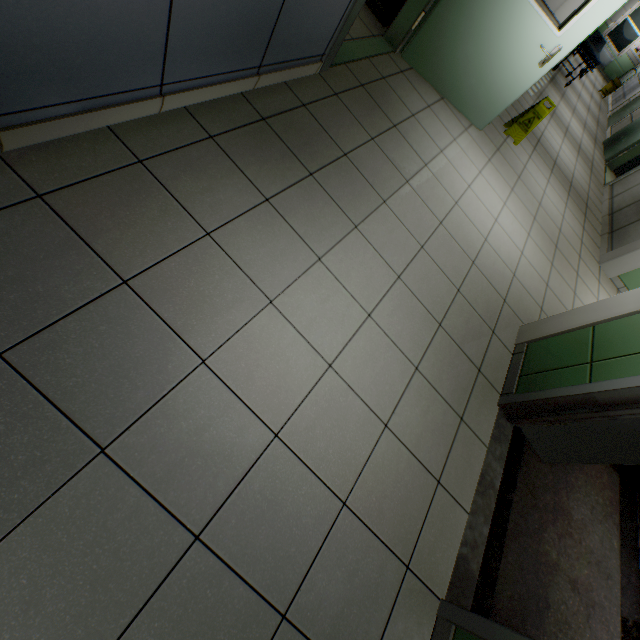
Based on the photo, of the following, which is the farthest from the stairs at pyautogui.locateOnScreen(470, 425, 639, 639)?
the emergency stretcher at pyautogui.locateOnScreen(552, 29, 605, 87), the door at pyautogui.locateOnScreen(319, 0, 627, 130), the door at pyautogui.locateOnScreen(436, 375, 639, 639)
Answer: the emergency stretcher at pyautogui.locateOnScreen(552, 29, 605, 87)

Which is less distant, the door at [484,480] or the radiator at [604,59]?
the door at [484,480]

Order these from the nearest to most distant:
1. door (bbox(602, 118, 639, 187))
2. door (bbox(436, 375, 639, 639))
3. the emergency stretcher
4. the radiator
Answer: door (bbox(436, 375, 639, 639))
door (bbox(602, 118, 639, 187))
the emergency stretcher
the radiator

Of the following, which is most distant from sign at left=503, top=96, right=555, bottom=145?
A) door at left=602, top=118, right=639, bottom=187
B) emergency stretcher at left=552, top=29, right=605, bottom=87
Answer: emergency stretcher at left=552, top=29, right=605, bottom=87

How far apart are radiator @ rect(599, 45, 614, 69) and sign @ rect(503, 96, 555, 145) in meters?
16.9

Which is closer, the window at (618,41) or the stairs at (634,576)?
the stairs at (634,576)

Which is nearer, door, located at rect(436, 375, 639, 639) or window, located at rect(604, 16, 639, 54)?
door, located at rect(436, 375, 639, 639)

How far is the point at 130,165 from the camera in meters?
1.7 m
